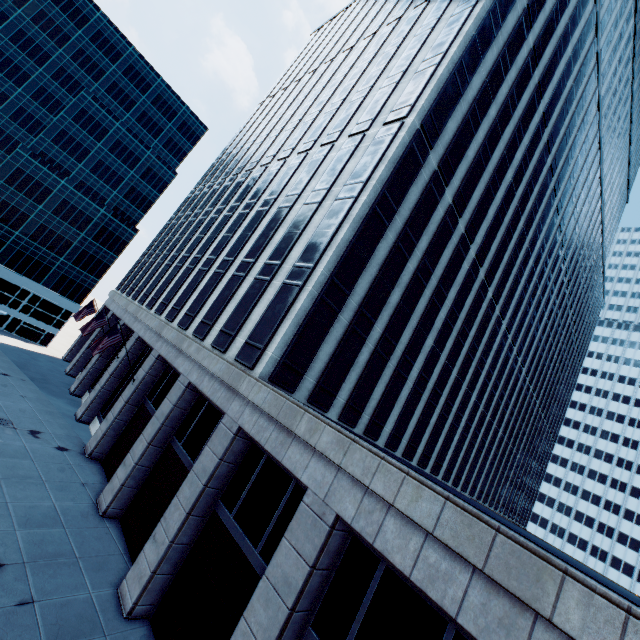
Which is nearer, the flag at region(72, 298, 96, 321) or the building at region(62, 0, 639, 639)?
the building at region(62, 0, 639, 639)

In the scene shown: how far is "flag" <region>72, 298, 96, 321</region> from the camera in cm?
2933

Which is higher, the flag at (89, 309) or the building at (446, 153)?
the flag at (89, 309)

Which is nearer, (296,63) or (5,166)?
(296,63)

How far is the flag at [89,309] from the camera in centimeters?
2933cm

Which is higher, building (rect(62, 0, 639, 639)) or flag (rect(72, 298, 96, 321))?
flag (rect(72, 298, 96, 321))
